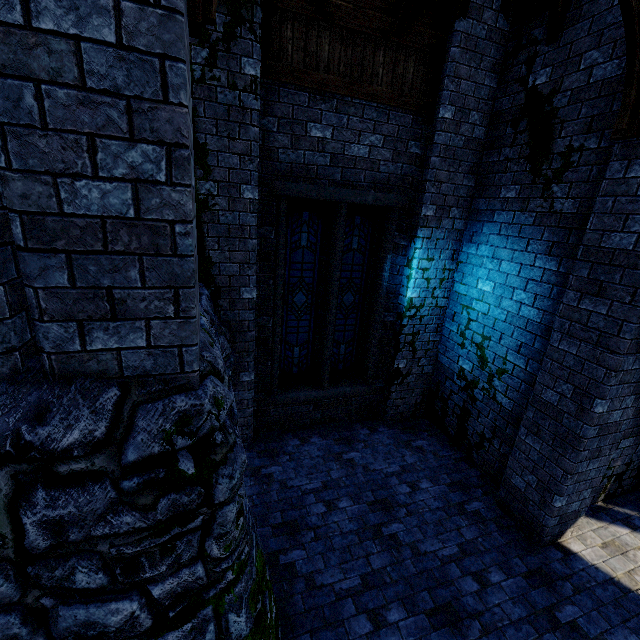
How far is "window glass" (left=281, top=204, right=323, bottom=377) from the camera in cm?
561

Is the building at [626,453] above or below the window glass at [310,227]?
below

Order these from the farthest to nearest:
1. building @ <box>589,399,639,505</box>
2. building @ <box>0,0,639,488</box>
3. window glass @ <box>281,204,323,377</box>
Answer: window glass @ <box>281,204,323,377</box> < building @ <box>589,399,639,505</box> < building @ <box>0,0,639,488</box>

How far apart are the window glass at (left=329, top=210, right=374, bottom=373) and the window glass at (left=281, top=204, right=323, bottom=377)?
0.2 meters

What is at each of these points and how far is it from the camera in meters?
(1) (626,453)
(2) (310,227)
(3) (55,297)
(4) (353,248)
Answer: (1) building, 5.1
(2) window glass, 5.7
(3) building, 1.7
(4) window glass, 6.1

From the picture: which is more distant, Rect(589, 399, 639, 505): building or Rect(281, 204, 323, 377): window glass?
Rect(281, 204, 323, 377): window glass

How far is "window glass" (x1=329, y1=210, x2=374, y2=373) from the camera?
5.9m

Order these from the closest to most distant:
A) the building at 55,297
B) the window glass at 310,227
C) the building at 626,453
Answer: the building at 55,297
the building at 626,453
the window glass at 310,227
